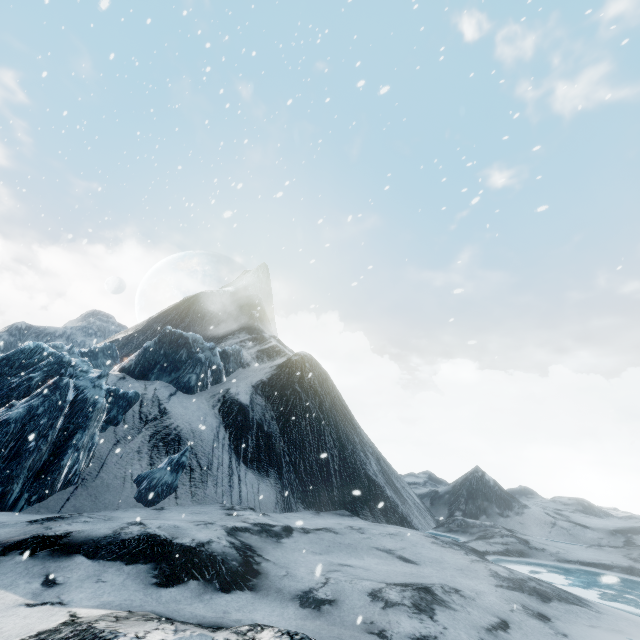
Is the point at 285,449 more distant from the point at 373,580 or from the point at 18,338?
the point at 18,338
